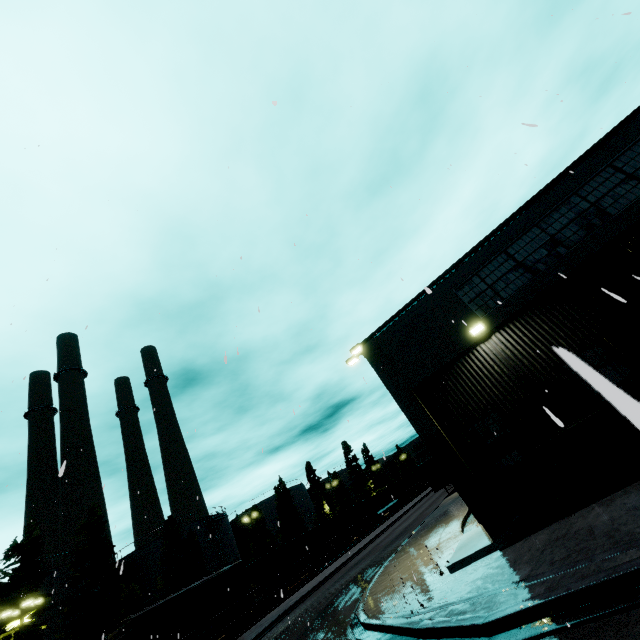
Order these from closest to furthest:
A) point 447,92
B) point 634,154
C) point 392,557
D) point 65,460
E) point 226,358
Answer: point 65,460 → point 226,358 → point 634,154 → point 447,92 → point 392,557

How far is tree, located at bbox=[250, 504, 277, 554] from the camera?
49.50m

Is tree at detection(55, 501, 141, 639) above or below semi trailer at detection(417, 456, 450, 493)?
above

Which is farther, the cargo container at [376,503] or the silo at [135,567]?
the cargo container at [376,503]

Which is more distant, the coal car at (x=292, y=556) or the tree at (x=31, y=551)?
the coal car at (x=292, y=556)

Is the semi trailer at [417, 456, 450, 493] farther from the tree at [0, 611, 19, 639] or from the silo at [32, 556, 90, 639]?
the tree at [0, 611, 19, 639]

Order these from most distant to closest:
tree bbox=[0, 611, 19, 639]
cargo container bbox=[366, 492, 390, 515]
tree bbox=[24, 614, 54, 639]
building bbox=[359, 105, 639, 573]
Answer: cargo container bbox=[366, 492, 390, 515], tree bbox=[24, 614, 54, 639], tree bbox=[0, 611, 19, 639], building bbox=[359, 105, 639, 573]
